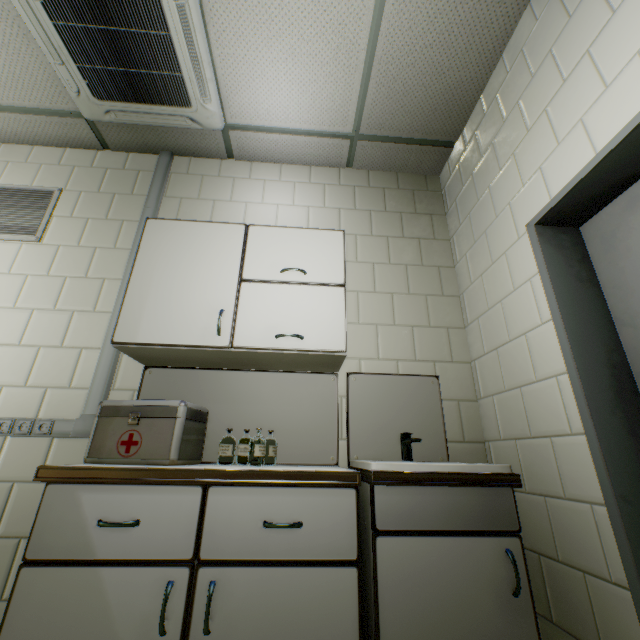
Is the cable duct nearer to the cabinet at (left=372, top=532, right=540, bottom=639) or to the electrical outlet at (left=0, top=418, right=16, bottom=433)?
the electrical outlet at (left=0, top=418, right=16, bottom=433)

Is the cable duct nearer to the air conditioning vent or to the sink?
the air conditioning vent

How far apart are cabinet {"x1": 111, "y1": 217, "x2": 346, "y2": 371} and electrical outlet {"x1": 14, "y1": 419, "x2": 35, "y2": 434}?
0.56m

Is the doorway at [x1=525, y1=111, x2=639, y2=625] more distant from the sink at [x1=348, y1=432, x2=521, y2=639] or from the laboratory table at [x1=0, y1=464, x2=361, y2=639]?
the laboratory table at [x1=0, y1=464, x2=361, y2=639]

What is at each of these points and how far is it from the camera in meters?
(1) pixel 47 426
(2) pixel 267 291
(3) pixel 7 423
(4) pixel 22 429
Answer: (1) electrical outlet, 1.8 m
(2) cabinet, 1.8 m
(3) electrical outlet, 1.8 m
(4) electrical outlet, 1.8 m

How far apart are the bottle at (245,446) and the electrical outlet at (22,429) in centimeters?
100cm

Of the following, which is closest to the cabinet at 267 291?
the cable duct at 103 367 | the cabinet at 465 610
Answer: the cable duct at 103 367

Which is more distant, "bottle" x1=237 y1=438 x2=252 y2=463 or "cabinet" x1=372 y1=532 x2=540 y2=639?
"bottle" x1=237 y1=438 x2=252 y2=463
